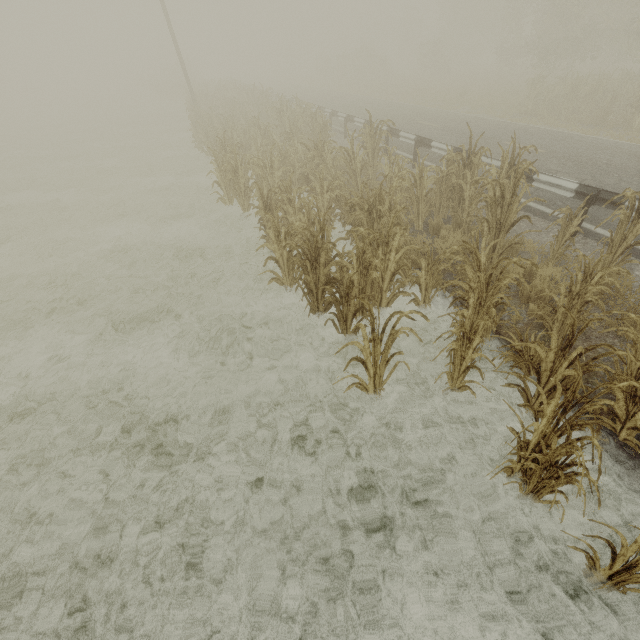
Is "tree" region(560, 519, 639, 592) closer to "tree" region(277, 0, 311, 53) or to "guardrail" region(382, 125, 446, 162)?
"guardrail" region(382, 125, 446, 162)

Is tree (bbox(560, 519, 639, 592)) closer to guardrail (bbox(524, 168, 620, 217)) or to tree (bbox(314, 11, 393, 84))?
guardrail (bbox(524, 168, 620, 217))

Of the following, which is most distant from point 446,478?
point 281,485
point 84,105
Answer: point 84,105

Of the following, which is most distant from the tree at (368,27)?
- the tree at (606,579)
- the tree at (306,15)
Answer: the tree at (606,579)

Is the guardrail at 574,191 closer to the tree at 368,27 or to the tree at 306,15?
the tree at 368,27

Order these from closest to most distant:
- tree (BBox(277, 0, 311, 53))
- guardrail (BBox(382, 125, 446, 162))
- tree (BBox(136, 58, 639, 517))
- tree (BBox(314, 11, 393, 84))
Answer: tree (BBox(136, 58, 639, 517)) < guardrail (BBox(382, 125, 446, 162)) < tree (BBox(314, 11, 393, 84)) < tree (BBox(277, 0, 311, 53))

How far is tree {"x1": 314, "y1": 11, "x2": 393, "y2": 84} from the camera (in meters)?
37.12

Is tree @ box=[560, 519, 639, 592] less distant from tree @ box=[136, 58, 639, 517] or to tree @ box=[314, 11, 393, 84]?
tree @ box=[136, 58, 639, 517]
